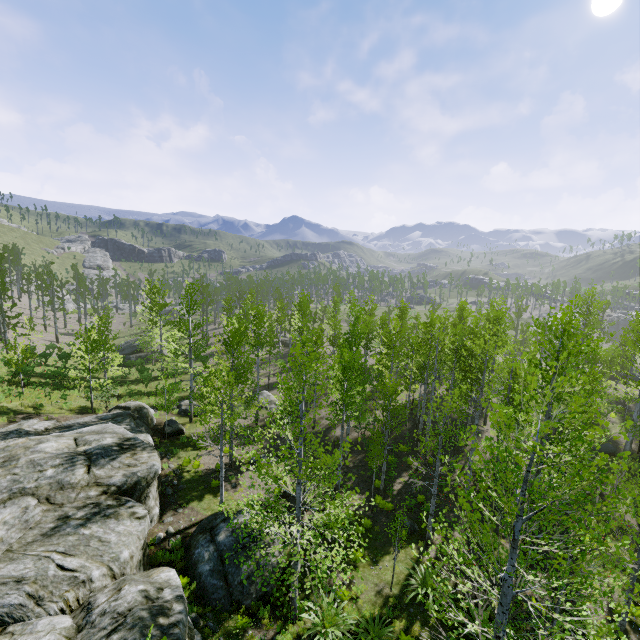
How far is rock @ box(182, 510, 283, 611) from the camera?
10.87m

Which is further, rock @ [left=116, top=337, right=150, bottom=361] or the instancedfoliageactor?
rock @ [left=116, top=337, right=150, bottom=361]

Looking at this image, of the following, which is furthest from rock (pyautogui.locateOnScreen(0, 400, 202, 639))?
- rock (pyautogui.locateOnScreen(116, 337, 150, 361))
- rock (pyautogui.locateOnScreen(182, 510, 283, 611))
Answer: rock (pyautogui.locateOnScreen(116, 337, 150, 361))

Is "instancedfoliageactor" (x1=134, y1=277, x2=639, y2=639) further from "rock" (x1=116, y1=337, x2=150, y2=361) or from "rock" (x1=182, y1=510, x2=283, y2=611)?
"rock" (x1=116, y1=337, x2=150, y2=361)

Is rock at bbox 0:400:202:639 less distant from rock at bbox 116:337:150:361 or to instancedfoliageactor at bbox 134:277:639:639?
instancedfoliageactor at bbox 134:277:639:639

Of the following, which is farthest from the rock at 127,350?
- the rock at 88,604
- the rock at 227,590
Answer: the rock at 227,590

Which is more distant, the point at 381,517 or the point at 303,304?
the point at 303,304

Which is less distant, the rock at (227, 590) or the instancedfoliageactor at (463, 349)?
the instancedfoliageactor at (463, 349)
